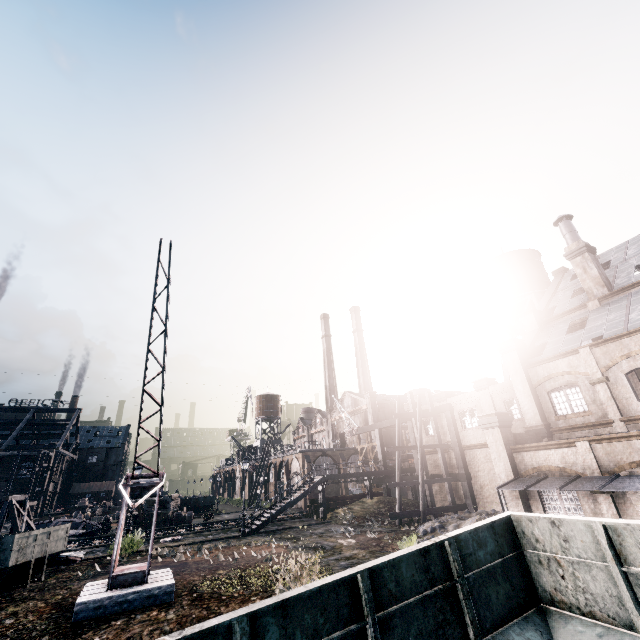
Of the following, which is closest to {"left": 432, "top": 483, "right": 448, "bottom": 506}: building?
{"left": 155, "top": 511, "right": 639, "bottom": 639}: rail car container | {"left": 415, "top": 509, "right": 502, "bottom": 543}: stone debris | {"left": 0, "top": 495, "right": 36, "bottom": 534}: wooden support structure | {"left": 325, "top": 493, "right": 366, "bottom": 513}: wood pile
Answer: {"left": 415, "top": 509, "right": 502, "bottom": 543}: stone debris

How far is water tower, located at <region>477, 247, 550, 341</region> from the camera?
36.0m

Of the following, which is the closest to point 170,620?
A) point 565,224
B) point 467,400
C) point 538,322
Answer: point 467,400

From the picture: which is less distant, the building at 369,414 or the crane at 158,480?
the crane at 158,480

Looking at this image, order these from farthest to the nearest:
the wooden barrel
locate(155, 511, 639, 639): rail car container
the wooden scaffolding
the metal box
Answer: the wooden barrel → the wooden scaffolding → the metal box → locate(155, 511, 639, 639): rail car container

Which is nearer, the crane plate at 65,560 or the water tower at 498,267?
the crane plate at 65,560

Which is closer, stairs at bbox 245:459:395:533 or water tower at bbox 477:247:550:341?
stairs at bbox 245:459:395:533

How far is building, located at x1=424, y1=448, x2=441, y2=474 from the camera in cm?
3141
